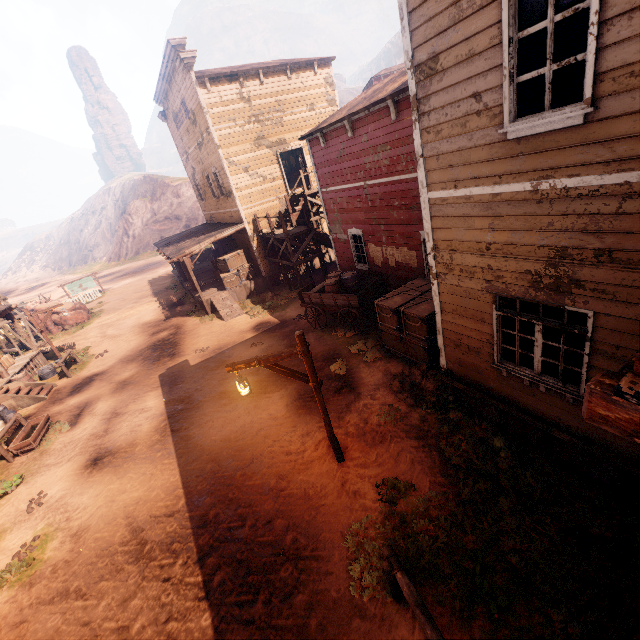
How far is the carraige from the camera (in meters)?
11.70

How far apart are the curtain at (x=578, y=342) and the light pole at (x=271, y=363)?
4.1m

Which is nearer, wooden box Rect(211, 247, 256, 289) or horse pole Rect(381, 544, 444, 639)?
horse pole Rect(381, 544, 444, 639)

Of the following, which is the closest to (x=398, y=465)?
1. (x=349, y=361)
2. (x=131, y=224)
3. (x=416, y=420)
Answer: (x=416, y=420)

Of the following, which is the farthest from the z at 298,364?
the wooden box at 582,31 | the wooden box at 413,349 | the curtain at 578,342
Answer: the wooden box at 582,31

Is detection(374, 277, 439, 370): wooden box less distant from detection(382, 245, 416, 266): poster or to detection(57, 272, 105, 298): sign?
detection(382, 245, 416, 266): poster

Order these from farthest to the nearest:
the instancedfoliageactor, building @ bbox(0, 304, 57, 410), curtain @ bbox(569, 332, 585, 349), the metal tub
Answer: the instancedfoliageactor < the metal tub < building @ bbox(0, 304, 57, 410) < curtain @ bbox(569, 332, 585, 349)

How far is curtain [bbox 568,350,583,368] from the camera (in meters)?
4.84
